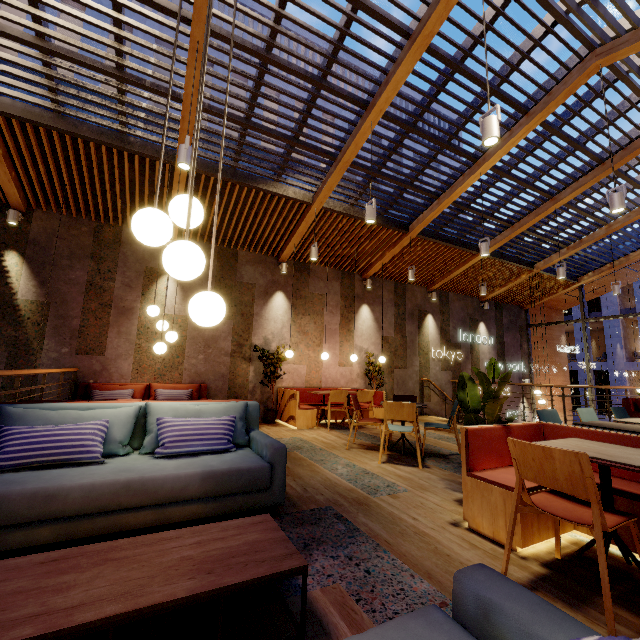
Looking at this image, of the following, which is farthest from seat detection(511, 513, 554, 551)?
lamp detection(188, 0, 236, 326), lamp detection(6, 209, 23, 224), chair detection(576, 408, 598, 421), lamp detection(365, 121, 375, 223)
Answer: lamp detection(6, 209, 23, 224)

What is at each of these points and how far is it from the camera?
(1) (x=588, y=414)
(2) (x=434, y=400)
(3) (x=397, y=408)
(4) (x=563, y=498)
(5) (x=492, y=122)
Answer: (1) chair, 4.6 meters
(2) building, 10.5 meters
(3) chair, 4.5 meters
(4) chair, 2.1 meters
(5) lamp, 3.1 meters

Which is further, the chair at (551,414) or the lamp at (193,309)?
the chair at (551,414)

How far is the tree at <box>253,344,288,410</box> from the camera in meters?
7.7 m

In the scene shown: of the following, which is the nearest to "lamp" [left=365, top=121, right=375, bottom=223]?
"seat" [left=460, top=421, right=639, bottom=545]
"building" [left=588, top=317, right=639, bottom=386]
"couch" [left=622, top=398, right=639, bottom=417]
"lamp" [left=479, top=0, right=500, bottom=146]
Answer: "lamp" [left=479, top=0, right=500, bottom=146]

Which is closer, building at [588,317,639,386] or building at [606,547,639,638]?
building at [606,547,639,638]

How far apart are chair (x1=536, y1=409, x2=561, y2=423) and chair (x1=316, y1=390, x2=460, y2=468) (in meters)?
0.93

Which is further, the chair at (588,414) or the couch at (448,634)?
the chair at (588,414)
